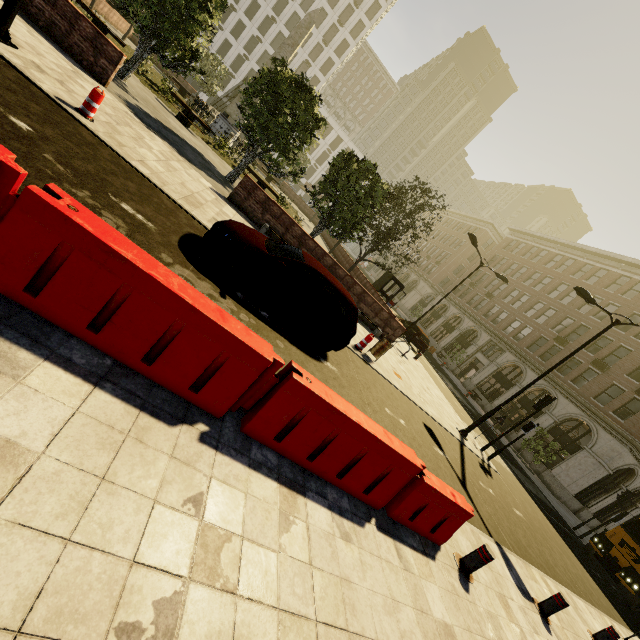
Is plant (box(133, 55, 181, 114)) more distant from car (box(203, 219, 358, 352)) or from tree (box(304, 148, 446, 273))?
car (box(203, 219, 358, 352))

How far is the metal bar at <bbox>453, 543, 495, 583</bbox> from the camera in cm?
516

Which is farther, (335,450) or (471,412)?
(471,412)

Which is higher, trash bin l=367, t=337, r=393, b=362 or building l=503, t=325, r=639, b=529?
building l=503, t=325, r=639, b=529

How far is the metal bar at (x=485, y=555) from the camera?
5.2 meters

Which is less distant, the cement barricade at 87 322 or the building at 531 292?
the cement barricade at 87 322

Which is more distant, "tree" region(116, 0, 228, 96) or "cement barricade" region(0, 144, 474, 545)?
Answer: "tree" region(116, 0, 228, 96)

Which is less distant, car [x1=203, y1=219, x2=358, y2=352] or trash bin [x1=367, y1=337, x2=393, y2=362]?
car [x1=203, y1=219, x2=358, y2=352]
